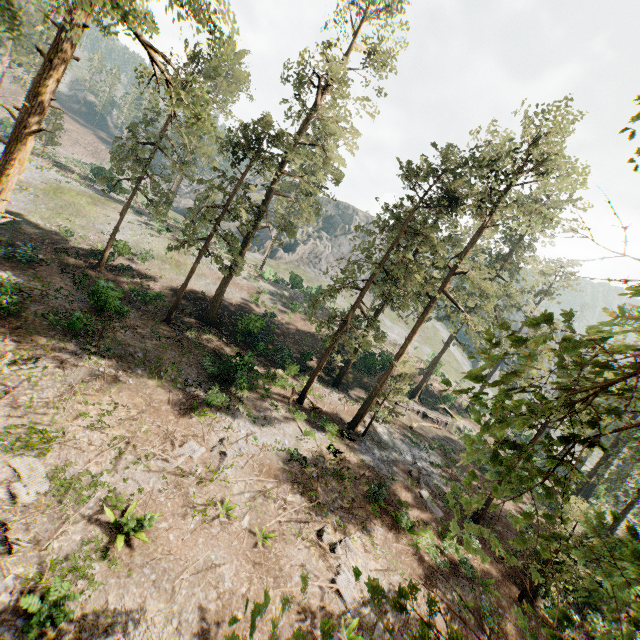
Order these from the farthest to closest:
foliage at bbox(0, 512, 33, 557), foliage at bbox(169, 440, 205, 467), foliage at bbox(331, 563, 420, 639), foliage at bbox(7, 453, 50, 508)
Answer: foliage at bbox(169, 440, 205, 467), foliage at bbox(7, 453, 50, 508), foliage at bbox(0, 512, 33, 557), foliage at bbox(331, 563, 420, 639)

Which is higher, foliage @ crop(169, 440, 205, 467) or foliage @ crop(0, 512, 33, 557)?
foliage @ crop(169, 440, 205, 467)

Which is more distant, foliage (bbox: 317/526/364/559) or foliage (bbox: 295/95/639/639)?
foliage (bbox: 317/526/364/559)

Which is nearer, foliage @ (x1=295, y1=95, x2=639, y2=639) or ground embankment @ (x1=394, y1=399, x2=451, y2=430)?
foliage @ (x1=295, y1=95, x2=639, y2=639)

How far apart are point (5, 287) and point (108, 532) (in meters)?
17.59

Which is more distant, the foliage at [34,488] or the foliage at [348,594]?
the foliage at [34,488]

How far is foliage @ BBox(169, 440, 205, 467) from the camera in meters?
14.8 m
